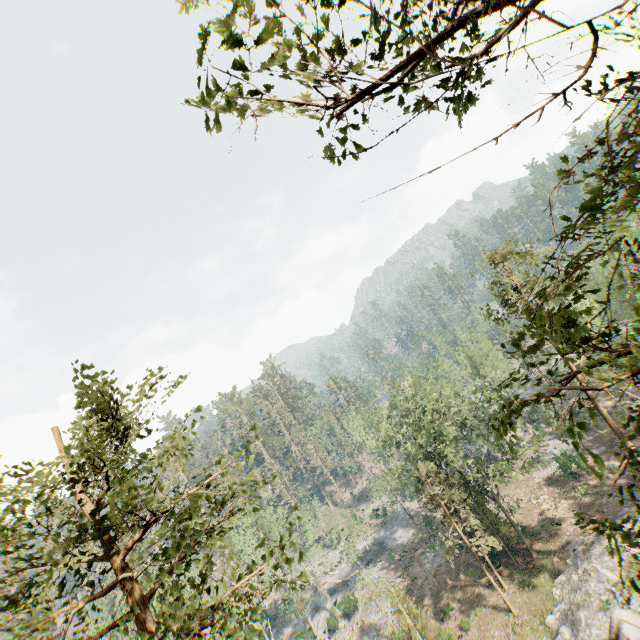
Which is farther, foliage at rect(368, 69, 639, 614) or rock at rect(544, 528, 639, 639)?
rock at rect(544, 528, 639, 639)

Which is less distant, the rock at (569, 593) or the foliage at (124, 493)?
the foliage at (124, 493)

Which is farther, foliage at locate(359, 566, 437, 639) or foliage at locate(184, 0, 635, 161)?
foliage at locate(359, 566, 437, 639)

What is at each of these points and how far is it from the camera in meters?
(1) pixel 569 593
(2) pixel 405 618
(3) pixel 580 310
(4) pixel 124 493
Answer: (1) rock, 26.2 m
(2) foliage, 28.2 m
(3) foliage, 46.3 m
(4) foliage, 6.5 m

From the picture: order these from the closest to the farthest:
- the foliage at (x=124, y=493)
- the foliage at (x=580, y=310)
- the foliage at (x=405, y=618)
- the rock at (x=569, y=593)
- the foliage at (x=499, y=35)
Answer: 1. the foliage at (x=499, y=35)
2. the foliage at (x=580, y=310)
3. the foliage at (x=124, y=493)
4. the rock at (x=569, y=593)
5. the foliage at (x=405, y=618)

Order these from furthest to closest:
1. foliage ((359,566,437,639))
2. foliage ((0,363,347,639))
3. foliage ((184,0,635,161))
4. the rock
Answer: foliage ((359,566,437,639)) → the rock → foliage ((0,363,347,639)) → foliage ((184,0,635,161))
